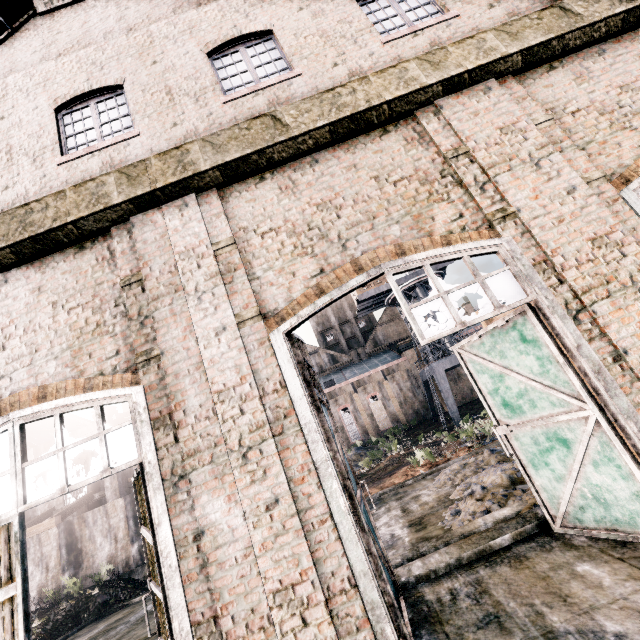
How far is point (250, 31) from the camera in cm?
765

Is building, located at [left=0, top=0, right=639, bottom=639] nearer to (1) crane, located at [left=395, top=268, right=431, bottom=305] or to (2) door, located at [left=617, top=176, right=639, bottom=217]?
(2) door, located at [left=617, top=176, right=639, bottom=217]

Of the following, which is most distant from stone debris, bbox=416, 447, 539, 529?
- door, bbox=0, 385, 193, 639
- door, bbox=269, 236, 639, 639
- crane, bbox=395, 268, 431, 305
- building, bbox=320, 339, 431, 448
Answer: crane, bbox=395, 268, 431, 305

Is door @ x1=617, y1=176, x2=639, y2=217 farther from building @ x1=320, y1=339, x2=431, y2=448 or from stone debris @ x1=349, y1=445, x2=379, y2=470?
stone debris @ x1=349, y1=445, x2=379, y2=470

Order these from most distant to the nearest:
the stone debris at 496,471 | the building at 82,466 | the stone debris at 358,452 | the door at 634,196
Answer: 1. the stone debris at 358,452
2. the building at 82,466
3. the stone debris at 496,471
4. the door at 634,196

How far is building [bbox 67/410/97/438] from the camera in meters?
27.0 m

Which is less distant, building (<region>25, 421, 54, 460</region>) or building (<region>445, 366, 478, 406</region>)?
building (<region>25, 421, 54, 460</region>)

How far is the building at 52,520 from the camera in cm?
1967
